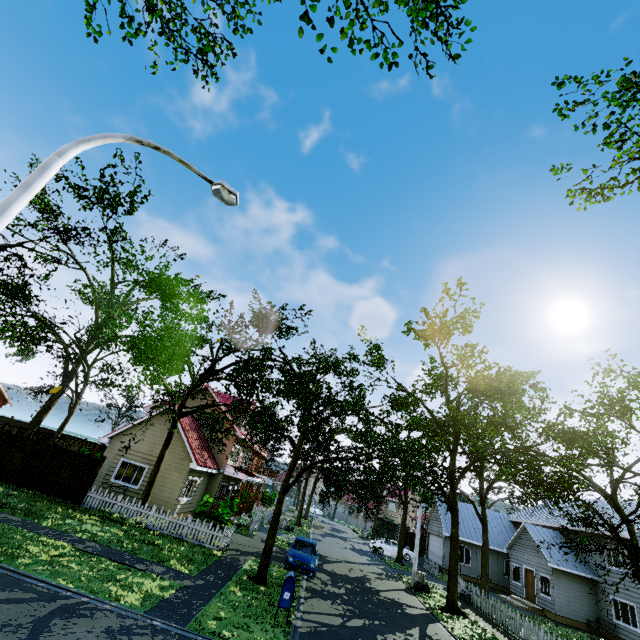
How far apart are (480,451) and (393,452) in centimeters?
763cm

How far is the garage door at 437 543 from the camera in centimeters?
3165cm

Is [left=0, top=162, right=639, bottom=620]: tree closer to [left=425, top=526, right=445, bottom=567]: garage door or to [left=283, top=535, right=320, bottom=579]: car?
[left=425, top=526, right=445, bottom=567]: garage door

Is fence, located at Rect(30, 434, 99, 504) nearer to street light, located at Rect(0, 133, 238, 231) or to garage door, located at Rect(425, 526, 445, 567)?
street light, located at Rect(0, 133, 238, 231)

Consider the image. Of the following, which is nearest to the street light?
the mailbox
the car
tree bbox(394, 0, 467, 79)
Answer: tree bbox(394, 0, 467, 79)

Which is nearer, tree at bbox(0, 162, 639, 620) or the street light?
the street light

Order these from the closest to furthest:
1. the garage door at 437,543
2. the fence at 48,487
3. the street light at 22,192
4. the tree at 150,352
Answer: the street light at 22,192
the tree at 150,352
the fence at 48,487
the garage door at 437,543

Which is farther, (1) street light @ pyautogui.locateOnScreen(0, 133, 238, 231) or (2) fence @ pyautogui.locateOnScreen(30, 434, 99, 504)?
(2) fence @ pyautogui.locateOnScreen(30, 434, 99, 504)
